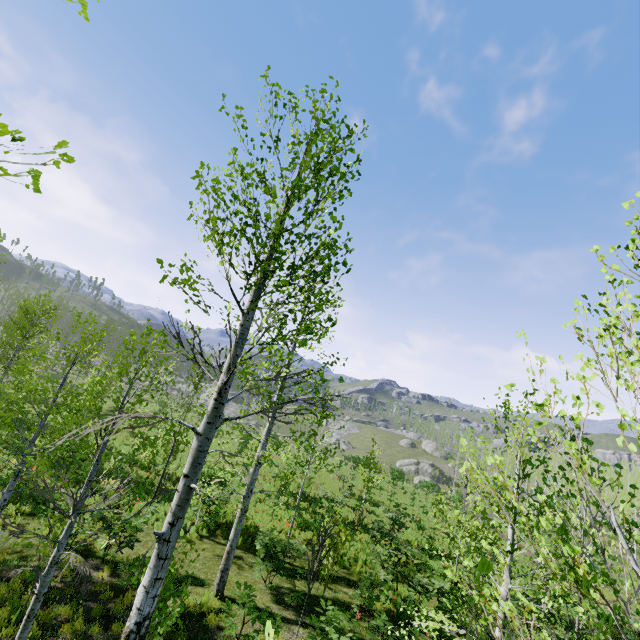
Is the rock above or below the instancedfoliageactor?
below

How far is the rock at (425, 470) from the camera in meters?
53.0 m

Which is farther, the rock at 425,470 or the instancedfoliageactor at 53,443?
the rock at 425,470

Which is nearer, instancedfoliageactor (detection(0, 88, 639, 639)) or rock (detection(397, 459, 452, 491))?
instancedfoliageactor (detection(0, 88, 639, 639))

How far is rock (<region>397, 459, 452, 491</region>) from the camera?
53.0m

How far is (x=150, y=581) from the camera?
3.7m
